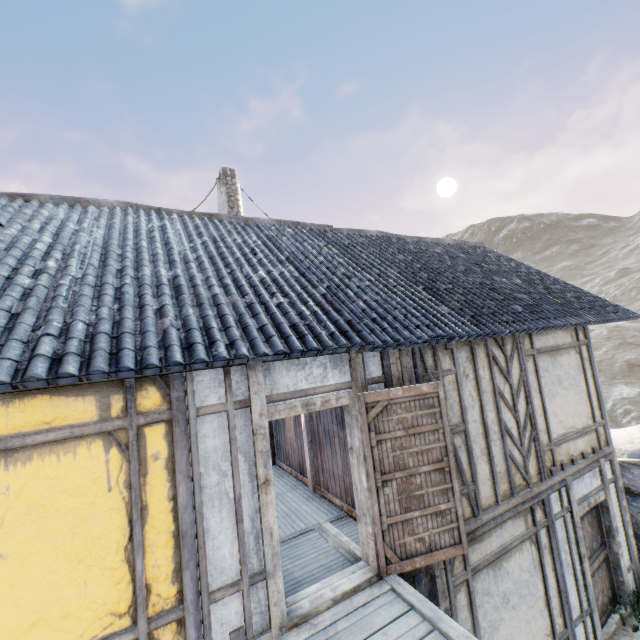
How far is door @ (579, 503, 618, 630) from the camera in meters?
6.1 m

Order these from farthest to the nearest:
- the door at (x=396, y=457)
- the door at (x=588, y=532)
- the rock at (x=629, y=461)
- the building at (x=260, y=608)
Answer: the rock at (x=629, y=461)
the door at (x=588, y=532)
the door at (x=396, y=457)
the building at (x=260, y=608)

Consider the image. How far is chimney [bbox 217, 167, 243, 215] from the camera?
10.2 meters

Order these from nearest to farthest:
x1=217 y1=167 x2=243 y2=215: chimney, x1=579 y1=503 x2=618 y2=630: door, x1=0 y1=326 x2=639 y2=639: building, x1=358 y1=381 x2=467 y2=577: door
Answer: x1=0 y1=326 x2=639 y2=639: building, x1=358 y1=381 x2=467 y2=577: door, x1=579 y1=503 x2=618 y2=630: door, x1=217 y1=167 x2=243 y2=215: chimney

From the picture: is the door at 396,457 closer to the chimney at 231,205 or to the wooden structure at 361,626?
the wooden structure at 361,626

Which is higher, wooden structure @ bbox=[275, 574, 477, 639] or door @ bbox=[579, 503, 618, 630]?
wooden structure @ bbox=[275, 574, 477, 639]

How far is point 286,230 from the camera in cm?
696

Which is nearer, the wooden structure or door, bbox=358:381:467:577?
the wooden structure
